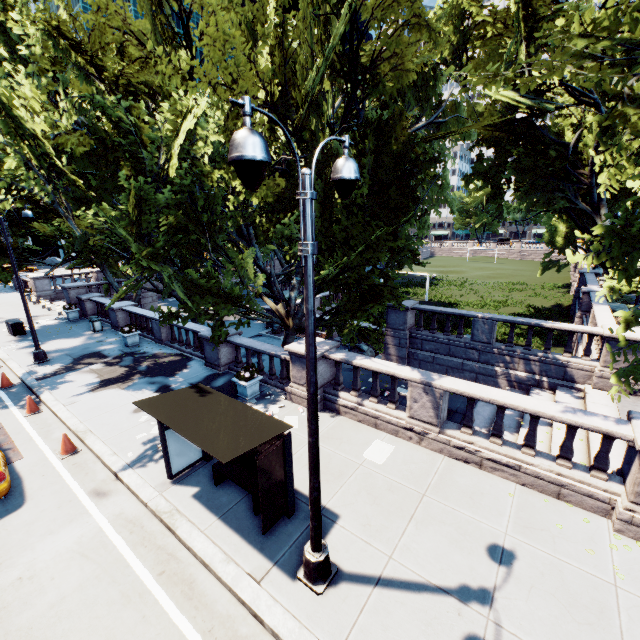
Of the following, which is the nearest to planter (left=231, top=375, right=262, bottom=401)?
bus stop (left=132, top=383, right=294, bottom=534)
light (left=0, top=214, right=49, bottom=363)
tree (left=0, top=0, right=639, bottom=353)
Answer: Result: tree (left=0, top=0, right=639, bottom=353)

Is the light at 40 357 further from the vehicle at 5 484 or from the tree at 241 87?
the vehicle at 5 484

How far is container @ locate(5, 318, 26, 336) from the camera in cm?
1995

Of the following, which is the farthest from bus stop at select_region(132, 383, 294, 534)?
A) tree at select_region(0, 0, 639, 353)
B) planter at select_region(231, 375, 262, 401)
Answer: tree at select_region(0, 0, 639, 353)

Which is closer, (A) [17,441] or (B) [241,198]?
(A) [17,441]

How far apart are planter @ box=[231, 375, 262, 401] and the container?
17.6m

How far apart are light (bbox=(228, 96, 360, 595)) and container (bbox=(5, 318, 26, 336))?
23.60m

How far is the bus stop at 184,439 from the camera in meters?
6.1 m
